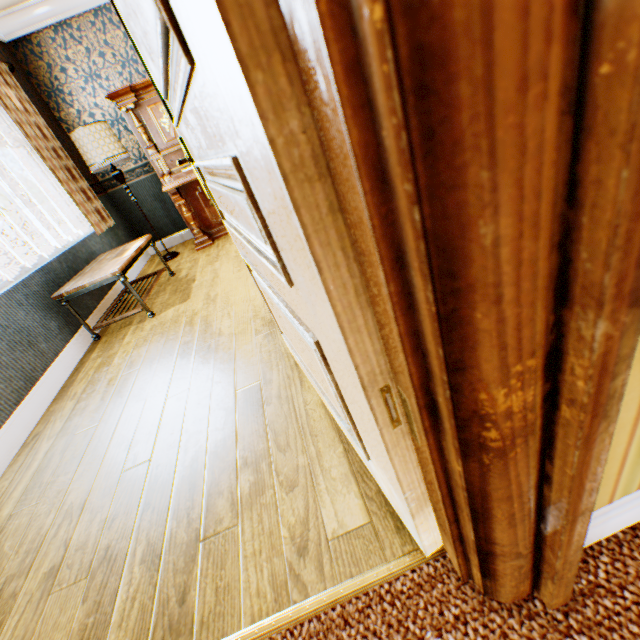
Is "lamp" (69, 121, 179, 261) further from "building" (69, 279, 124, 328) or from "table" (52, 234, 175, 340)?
"table" (52, 234, 175, 340)

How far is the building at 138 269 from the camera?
4.6 meters

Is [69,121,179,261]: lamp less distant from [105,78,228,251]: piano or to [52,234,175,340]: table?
[105,78,228,251]: piano

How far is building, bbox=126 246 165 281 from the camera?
4.6m

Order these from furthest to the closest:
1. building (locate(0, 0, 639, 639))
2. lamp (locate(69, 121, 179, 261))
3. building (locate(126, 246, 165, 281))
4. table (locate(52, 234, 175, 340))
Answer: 1. building (locate(126, 246, 165, 281))
2. lamp (locate(69, 121, 179, 261))
3. table (locate(52, 234, 175, 340))
4. building (locate(0, 0, 639, 639))

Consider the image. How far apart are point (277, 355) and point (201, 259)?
2.9m

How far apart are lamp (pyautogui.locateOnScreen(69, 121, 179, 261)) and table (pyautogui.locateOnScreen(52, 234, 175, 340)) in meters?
1.1

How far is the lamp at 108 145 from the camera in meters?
3.8 m
